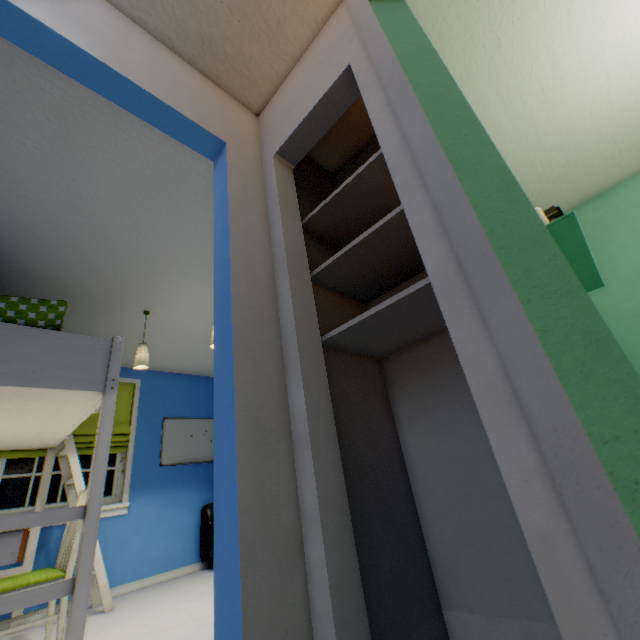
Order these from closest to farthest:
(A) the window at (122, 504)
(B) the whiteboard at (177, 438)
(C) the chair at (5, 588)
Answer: (C) the chair at (5, 588) → (A) the window at (122, 504) → (B) the whiteboard at (177, 438)

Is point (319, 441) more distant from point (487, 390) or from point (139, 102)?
point (139, 102)

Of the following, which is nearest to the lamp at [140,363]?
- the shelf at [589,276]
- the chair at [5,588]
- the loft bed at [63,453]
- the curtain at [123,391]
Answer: the loft bed at [63,453]

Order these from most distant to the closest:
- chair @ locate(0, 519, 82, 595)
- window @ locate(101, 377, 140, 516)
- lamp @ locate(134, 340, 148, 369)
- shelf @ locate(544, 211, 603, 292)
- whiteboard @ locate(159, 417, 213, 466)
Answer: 1. whiteboard @ locate(159, 417, 213, 466)
2. window @ locate(101, 377, 140, 516)
3. lamp @ locate(134, 340, 148, 369)
4. chair @ locate(0, 519, 82, 595)
5. shelf @ locate(544, 211, 603, 292)

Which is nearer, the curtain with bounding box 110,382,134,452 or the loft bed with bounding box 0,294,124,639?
the loft bed with bounding box 0,294,124,639

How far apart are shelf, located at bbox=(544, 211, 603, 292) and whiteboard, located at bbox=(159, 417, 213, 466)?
4.61m

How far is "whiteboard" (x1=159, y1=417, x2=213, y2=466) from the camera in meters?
4.3 m

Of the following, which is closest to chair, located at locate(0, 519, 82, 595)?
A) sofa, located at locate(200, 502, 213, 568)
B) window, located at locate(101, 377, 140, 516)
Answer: window, located at locate(101, 377, 140, 516)
